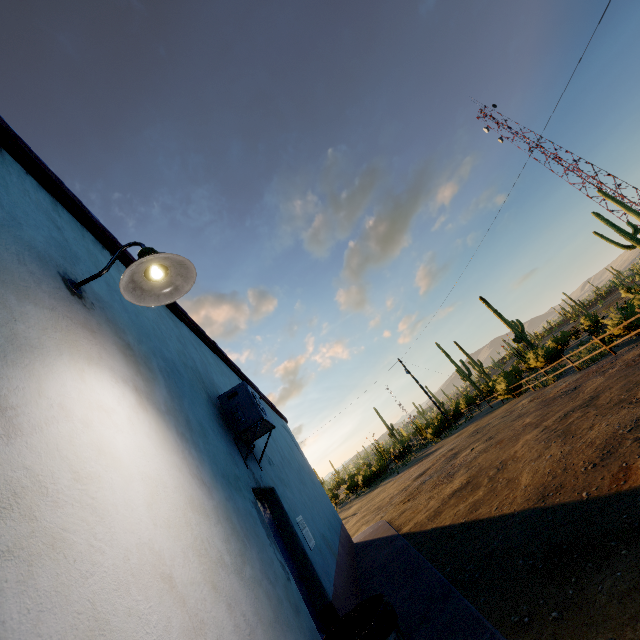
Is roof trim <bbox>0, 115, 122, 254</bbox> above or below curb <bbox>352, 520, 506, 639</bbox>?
above

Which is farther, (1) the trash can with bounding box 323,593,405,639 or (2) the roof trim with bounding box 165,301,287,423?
(2) the roof trim with bounding box 165,301,287,423

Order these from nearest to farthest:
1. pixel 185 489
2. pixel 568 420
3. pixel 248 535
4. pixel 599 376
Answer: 1. pixel 185 489
2. pixel 248 535
3. pixel 568 420
4. pixel 599 376

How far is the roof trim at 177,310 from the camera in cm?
467

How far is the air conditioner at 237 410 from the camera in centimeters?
376cm

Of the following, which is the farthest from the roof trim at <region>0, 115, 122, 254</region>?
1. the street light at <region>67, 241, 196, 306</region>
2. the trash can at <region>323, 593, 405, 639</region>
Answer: the trash can at <region>323, 593, 405, 639</region>

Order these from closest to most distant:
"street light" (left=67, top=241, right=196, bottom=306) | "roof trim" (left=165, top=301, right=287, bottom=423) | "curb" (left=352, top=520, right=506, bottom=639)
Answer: "street light" (left=67, top=241, right=196, bottom=306), "curb" (left=352, top=520, right=506, bottom=639), "roof trim" (left=165, top=301, right=287, bottom=423)

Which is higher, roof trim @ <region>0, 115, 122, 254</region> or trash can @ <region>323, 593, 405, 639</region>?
roof trim @ <region>0, 115, 122, 254</region>
